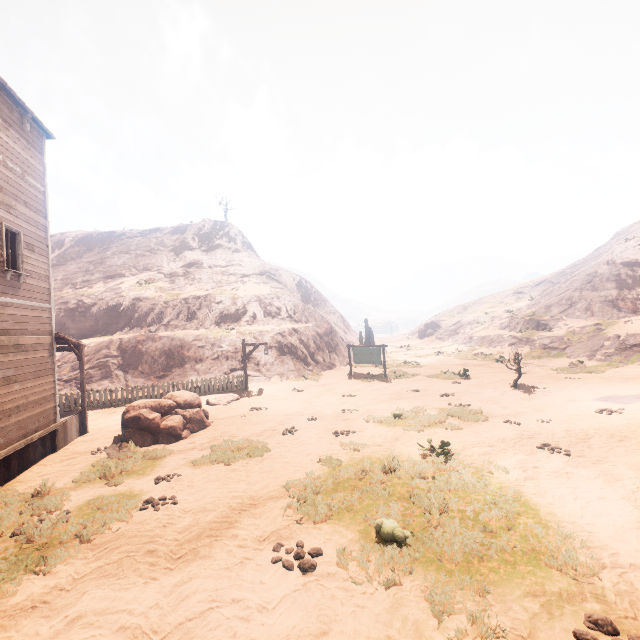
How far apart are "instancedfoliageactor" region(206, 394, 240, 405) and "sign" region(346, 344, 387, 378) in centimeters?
853cm

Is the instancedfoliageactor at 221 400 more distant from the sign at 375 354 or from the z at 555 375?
the sign at 375 354

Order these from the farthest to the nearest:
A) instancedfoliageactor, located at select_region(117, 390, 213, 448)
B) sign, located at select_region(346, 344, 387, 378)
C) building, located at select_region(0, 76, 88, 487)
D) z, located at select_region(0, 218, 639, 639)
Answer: sign, located at select_region(346, 344, 387, 378), instancedfoliageactor, located at select_region(117, 390, 213, 448), building, located at select_region(0, 76, 88, 487), z, located at select_region(0, 218, 639, 639)

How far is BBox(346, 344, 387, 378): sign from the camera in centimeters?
2085cm

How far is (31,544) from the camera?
5.9 meters

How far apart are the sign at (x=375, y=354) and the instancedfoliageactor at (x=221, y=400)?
8.5 meters

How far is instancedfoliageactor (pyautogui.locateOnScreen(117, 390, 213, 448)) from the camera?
11.0m

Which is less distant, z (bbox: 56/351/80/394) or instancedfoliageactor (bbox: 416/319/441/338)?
z (bbox: 56/351/80/394)
